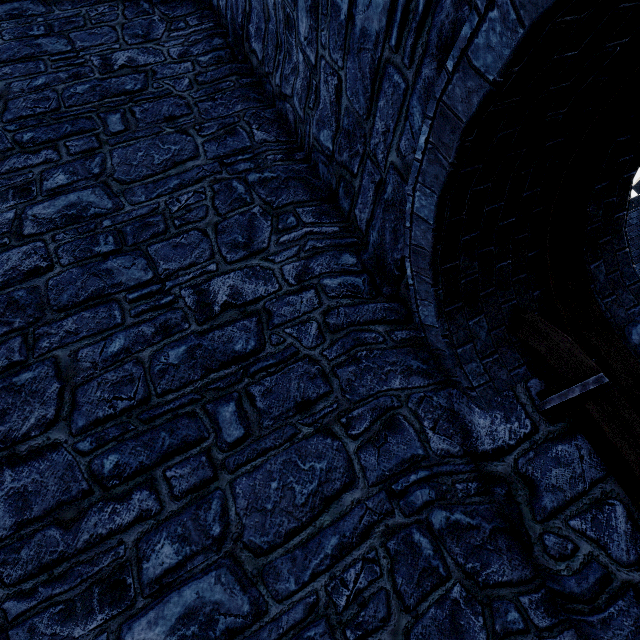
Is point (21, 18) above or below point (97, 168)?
above

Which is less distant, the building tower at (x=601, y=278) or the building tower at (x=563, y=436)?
the building tower at (x=563, y=436)

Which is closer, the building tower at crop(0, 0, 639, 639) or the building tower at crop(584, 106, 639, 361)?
the building tower at crop(0, 0, 639, 639)
